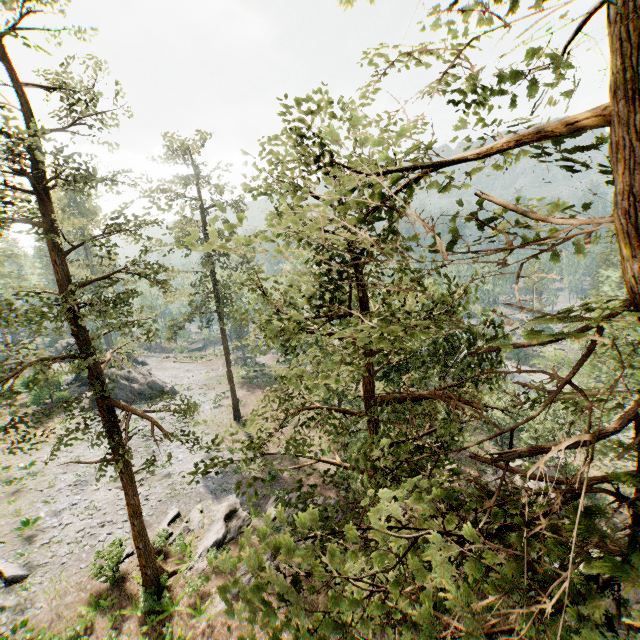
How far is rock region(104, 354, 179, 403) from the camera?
39.09m

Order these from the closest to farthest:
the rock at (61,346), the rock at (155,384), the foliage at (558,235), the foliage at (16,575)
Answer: the foliage at (558,235), the foliage at (16,575), the rock at (155,384), the rock at (61,346)

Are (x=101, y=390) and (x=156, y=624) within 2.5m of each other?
no

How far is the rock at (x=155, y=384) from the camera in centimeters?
3909cm

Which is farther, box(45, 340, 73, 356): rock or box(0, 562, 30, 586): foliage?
box(45, 340, 73, 356): rock

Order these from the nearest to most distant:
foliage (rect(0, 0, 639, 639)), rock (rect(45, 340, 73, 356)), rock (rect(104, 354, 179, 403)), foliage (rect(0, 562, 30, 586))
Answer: foliage (rect(0, 0, 639, 639)) < foliage (rect(0, 562, 30, 586)) < rock (rect(104, 354, 179, 403)) < rock (rect(45, 340, 73, 356))
